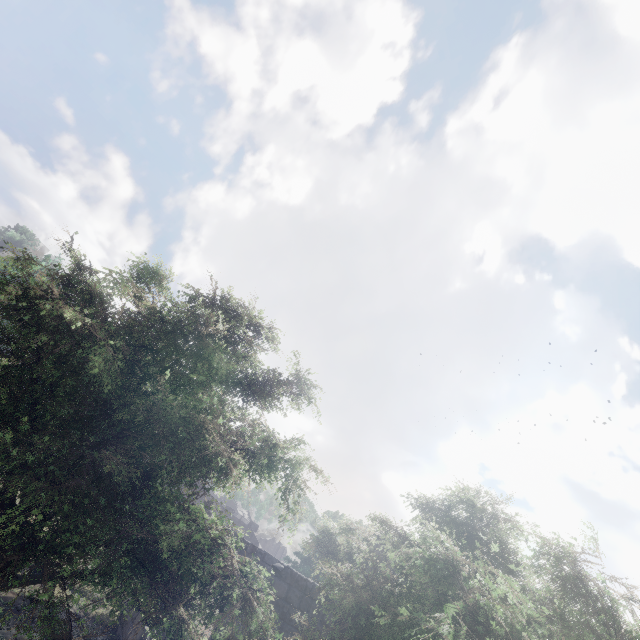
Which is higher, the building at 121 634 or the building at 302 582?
the building at 302 582

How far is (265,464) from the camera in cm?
677

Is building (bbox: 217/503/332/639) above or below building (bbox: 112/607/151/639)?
above
